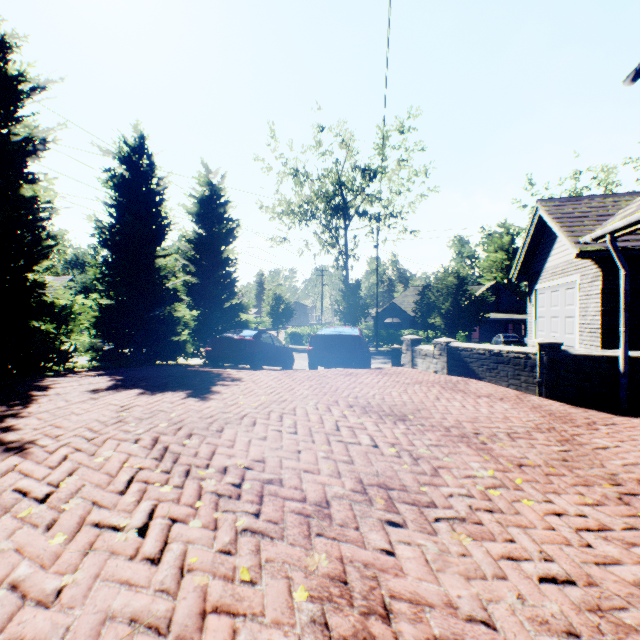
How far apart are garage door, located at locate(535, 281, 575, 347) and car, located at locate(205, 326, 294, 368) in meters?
10.0 m

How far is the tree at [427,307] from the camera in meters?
19.4

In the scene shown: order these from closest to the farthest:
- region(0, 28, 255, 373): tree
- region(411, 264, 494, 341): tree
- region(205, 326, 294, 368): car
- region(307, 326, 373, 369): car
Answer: region(0, 28, 255, 373): tree → region(307, 326, 373, 369): car → region(205, 326, 294, 368): car → region(411, 264, 494, 341): tree

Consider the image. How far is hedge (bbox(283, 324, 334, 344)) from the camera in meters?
35.8 m

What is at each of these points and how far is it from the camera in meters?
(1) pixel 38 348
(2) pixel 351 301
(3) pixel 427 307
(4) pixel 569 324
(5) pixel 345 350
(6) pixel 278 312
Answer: (1) tree, 9.9 m
(2) tree, 31.3 m
(3) tree, 28.7 m
(4) garage door, 10.1 m
(5) car, 9.9 m
(6) tree, 32.8 m

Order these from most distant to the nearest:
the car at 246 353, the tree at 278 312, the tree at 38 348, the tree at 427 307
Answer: the tree at 278 312 → the tree at 427 307 → the car at 246 353 → the tree at 38 348

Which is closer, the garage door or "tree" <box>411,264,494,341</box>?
the garage door

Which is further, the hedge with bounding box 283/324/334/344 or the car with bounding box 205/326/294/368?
the hedge with bounding box 283/324/334/344
